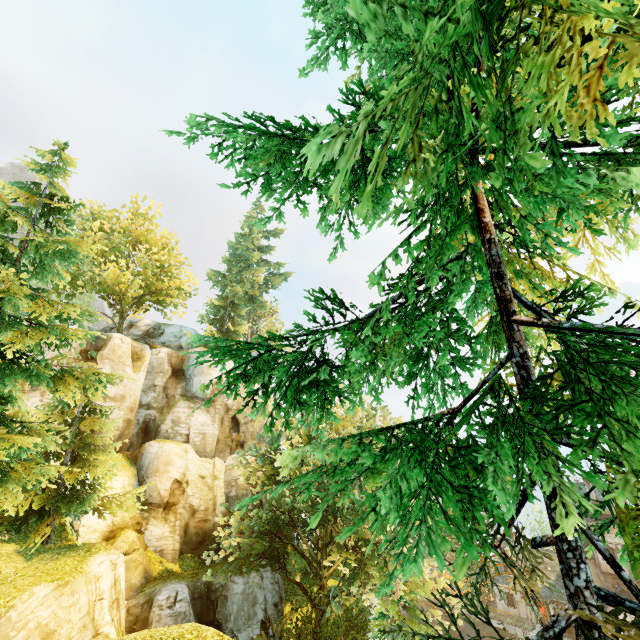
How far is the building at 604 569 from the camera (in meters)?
30.00

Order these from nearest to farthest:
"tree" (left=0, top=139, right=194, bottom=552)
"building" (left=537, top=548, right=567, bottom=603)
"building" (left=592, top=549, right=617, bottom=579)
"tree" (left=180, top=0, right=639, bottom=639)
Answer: "tree" (left=180, top=0, right=639, bottom=639) → "tree" (left=0, top=139, right=194, bottom=552) → "building" (left=592, top=549, right=617, bottom=579) → "building" (left=537, top=548, right=567, bottom=603)

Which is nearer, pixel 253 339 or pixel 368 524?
pixel 253 339

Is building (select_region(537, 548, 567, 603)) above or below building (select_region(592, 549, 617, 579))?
below

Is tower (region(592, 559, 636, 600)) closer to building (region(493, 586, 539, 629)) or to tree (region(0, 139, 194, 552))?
building (region(493, 586, 539, 629))

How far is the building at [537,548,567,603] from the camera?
33.0m

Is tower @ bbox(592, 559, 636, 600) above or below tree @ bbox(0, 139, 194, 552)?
below

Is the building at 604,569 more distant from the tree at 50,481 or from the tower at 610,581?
the tree at 50,481
